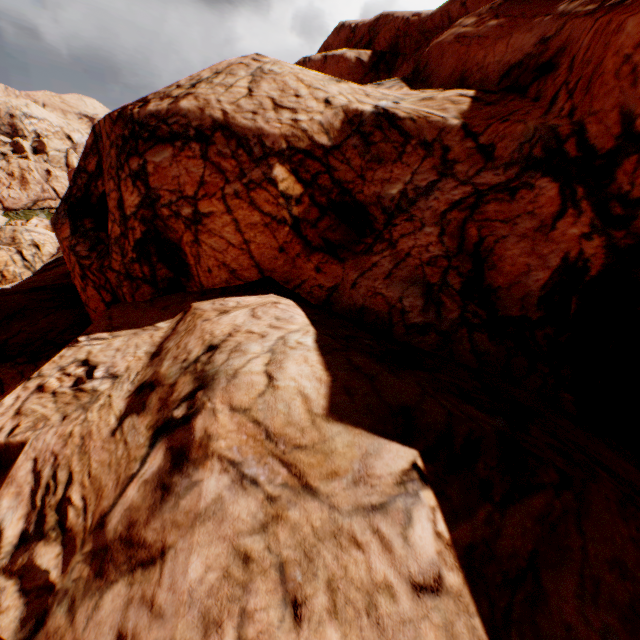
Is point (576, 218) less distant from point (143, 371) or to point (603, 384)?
point (603, 384)
